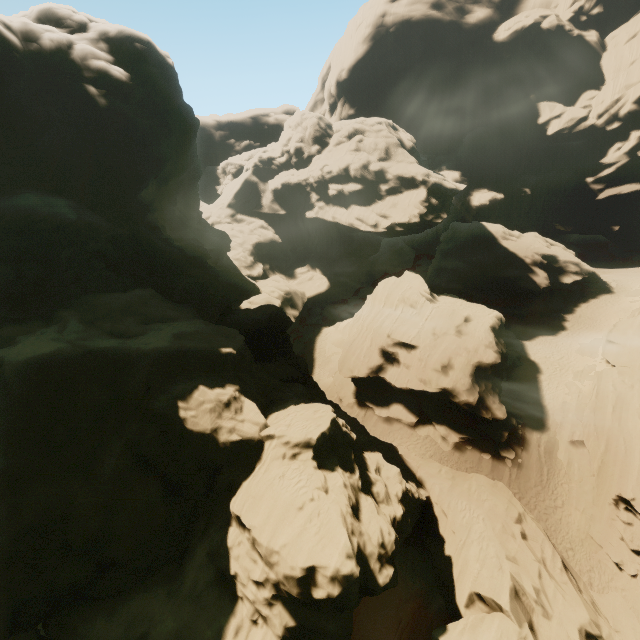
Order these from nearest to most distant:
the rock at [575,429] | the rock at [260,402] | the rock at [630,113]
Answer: the rock at [260,402], the rock at [575,429], the rock at [630,113]

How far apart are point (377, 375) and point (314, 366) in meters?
10.1 m

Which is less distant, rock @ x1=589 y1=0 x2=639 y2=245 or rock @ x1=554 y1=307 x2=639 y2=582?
rock @ x1=554 y1=307 x2=639 y2=582

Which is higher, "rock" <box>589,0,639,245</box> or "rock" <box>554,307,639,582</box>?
"rock" <box>589,0,639,245</box>

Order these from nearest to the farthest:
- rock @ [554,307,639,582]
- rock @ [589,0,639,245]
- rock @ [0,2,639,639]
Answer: rock @ [0,2,639,639]
rock @ [554,307,639,582]
rock @ [589,0,639,245]

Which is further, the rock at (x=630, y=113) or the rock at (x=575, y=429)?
the rock at (x=630, y=113)
